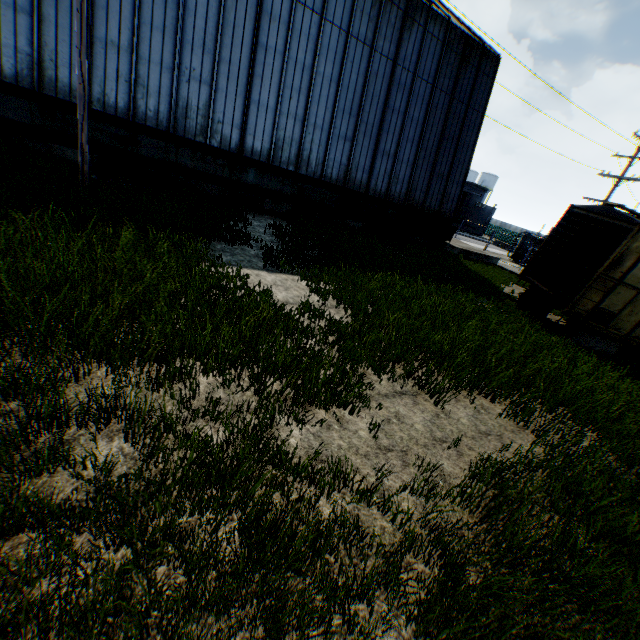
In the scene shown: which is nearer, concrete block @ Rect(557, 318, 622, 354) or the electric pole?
the electric pole

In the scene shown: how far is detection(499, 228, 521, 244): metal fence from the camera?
42.0m

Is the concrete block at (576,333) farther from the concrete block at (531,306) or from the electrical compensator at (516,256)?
the electrical compensator at (516,256)

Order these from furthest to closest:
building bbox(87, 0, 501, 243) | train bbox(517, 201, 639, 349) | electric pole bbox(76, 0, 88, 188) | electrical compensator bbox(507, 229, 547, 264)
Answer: electrical compensator bbox(507, 229, 547, 264)
building bbox(87, 0, 501, 243)
train bbox(517, 201, 639, 349)
electric pole bbox(76, 0, 88, 188)

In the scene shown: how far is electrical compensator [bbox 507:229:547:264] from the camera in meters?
29.0 m

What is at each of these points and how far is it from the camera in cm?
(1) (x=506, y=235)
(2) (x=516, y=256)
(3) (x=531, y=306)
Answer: (1) metal fence, 5909
(2) electrical compensator, 3023
(3) concrete block, 1283

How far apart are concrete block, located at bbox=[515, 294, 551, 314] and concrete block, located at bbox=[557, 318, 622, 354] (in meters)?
1.32

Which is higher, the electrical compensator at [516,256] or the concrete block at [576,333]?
the electrical compensator at [516,256]
